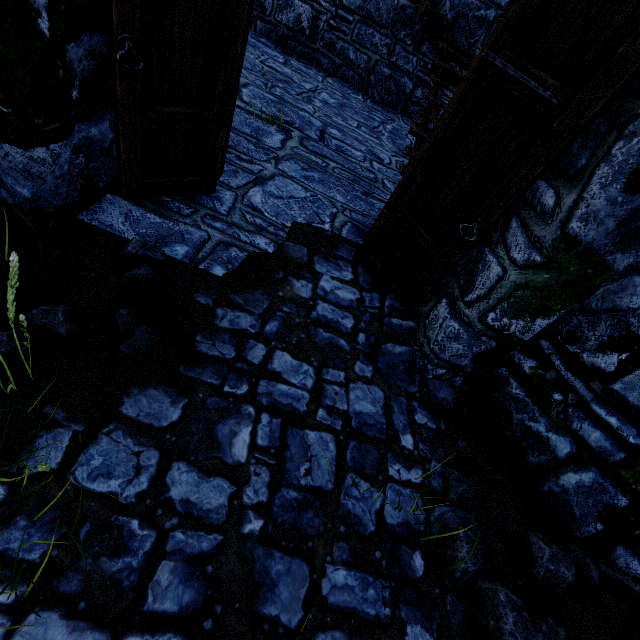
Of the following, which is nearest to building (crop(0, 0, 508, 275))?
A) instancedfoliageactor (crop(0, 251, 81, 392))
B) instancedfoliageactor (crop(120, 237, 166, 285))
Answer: instancedfoliageactor (crop(120, 237, 166, 285))

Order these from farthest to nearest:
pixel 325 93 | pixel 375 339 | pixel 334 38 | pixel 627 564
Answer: pixel 334 38, pixel 325 93, pixel 375 339, pixel 627 564

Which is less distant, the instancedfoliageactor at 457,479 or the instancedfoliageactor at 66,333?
the instancedfoliageactor at 66,333

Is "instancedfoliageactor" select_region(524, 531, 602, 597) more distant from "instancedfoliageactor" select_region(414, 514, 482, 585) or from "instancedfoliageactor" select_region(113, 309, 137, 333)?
"instancedfoliageactor" select_region(113, 309, 137, 333)

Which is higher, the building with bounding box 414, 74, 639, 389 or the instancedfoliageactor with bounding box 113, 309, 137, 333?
the building with bounding box 414, 74, 639, 389

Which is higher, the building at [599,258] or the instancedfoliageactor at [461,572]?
the building at [599,258]

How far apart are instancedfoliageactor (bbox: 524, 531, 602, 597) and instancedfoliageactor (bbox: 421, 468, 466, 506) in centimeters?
19cm

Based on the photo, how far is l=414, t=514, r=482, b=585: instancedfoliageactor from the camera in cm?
173
